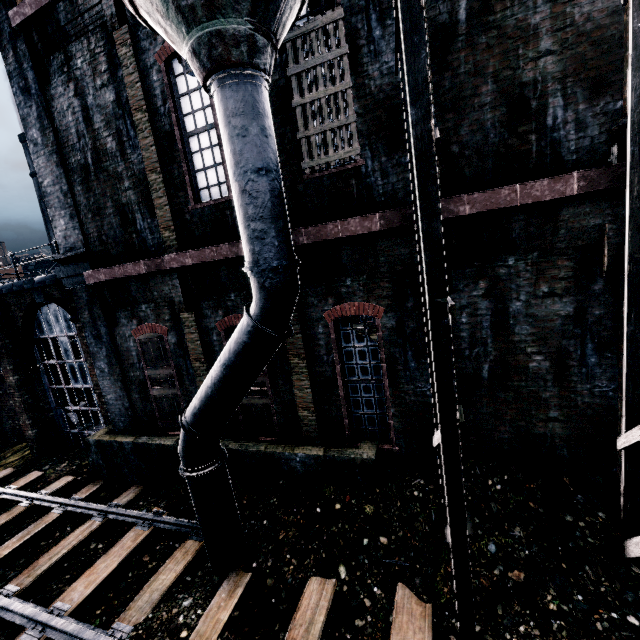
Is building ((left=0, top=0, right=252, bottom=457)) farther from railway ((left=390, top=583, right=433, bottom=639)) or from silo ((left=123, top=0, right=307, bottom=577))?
railway ((left=390, top=583, right=433, bottom=639))

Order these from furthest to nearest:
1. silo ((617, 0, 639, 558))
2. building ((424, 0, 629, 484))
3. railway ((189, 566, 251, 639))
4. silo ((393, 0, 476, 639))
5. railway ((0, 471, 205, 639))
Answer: railway ((0, 471, 205, 639)) < railway ((189, 566, 251, 639)) < building ((424, 0, 629, 484)) < silo ((617, 0, 639, 558)) < silo ((393, 0, 476, 639))

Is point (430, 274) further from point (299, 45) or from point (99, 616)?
point (99, 616)

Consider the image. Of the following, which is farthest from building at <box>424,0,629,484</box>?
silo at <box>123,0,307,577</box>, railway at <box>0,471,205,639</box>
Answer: railway at <box>0,471,205,639</box>

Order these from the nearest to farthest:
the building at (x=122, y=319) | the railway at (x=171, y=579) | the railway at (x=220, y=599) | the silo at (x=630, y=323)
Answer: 1. the silo at (x=630, y=323)
2. the railway at (x=220, y=599)
3. the railway at (x=171, y=579)
4. the building at (x=122, y=319)

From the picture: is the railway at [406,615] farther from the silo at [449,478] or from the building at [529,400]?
the building at [529,400]
